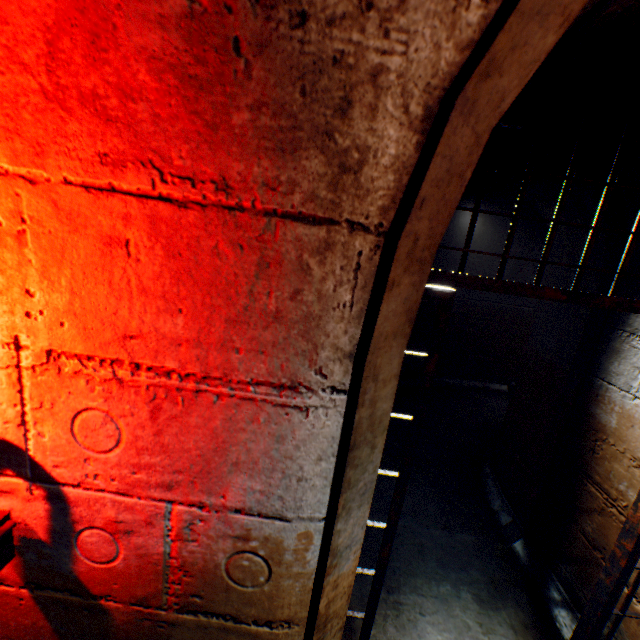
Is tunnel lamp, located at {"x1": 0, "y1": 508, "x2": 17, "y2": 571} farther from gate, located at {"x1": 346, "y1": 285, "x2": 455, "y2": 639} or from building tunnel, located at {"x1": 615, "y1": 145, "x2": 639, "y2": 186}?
gate, located at {"x1": 346, "y1": 285, "x2": 455, "y2": 639}

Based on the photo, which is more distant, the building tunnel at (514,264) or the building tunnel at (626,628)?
the building tunnel at (514,264)

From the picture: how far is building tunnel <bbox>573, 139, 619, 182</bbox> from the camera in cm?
182

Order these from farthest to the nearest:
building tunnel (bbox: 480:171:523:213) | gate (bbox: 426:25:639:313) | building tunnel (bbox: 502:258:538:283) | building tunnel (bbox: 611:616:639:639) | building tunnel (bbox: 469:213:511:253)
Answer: building tunnel (bbox: 502:258:538:283) < building tunnel (bbox: 469:213:511:253) < building tunnel (bbox: 480:171:523:213) < building tunnel (bbox: 611:616:639:639) < gate (bbox: 426:25:639:313)

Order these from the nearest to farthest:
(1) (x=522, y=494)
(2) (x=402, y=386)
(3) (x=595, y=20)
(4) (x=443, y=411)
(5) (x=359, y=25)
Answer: (5) (x=359, y=25) < (3) (x=595, y=20) < (1) (x=522, y=494) < (4) (x=443, y=411) < (2) (x=402, y=386)

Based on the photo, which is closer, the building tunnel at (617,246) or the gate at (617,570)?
the gate at (617,570)
